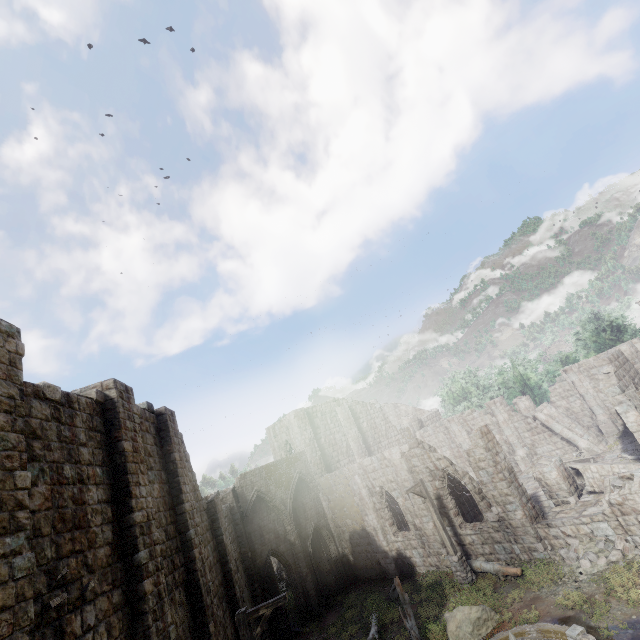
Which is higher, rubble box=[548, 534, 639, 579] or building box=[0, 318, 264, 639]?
building box=[0, 318, 264, 639]

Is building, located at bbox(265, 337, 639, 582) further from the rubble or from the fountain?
the fountain

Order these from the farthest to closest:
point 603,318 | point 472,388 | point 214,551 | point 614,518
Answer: point 472,388 → point 603,318 → point 214,551 → point 614,518

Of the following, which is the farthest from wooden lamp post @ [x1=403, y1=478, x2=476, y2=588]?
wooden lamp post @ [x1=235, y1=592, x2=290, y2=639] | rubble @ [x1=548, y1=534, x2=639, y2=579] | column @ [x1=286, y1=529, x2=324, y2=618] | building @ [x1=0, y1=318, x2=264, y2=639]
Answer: column @ [x1=286, y1=529, x2=324, y2=618]

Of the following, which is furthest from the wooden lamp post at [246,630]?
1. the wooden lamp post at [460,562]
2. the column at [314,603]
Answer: the column at [314,603]

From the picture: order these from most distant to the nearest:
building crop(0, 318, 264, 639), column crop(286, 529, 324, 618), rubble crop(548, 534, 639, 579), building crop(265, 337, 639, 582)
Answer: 1. column crop(286, 529, 324, 618)
2. building crop(265, 337, 639, 582)
3. rubble crop(548, 534, 639, 579)
4. building crop(0, 318, 264, 639)

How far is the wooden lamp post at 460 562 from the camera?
15.16m

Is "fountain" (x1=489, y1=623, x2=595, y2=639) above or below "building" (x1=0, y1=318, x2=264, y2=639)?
below
